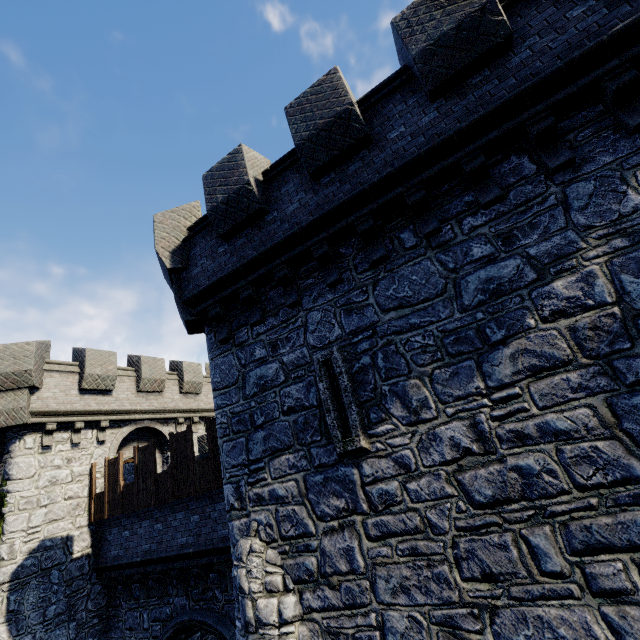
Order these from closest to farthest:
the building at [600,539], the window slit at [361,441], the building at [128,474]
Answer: the building at [600,539], the window slit at [361,441], the building at [128,474]

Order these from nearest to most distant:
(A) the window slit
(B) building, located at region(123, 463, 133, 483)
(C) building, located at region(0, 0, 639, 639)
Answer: (C) building, located at region(0, 0, 639, 639) → (A) the window slit → (B) building, located at region(123, 463, 133, 483)

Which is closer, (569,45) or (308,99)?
(569,45)

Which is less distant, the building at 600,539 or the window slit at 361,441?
the building at 600,539

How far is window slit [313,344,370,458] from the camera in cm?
541

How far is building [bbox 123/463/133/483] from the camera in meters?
20.3

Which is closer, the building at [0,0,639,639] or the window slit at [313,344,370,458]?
the building at [0,0,639,639]
